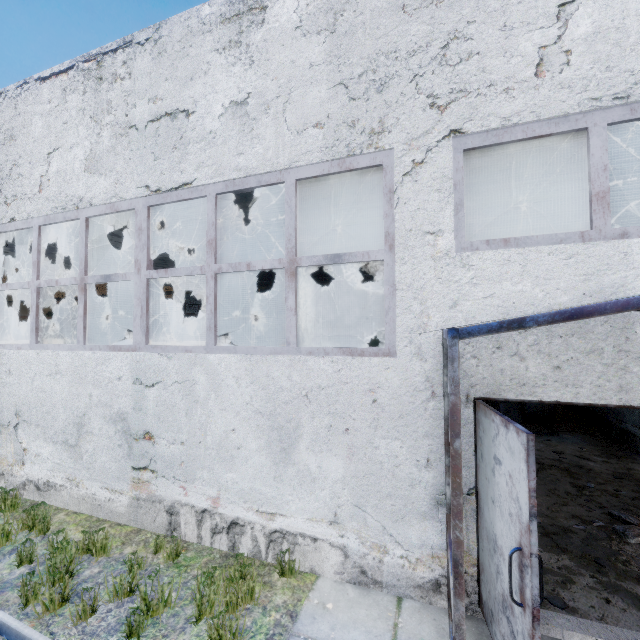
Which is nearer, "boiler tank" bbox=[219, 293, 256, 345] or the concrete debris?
the concrete debris

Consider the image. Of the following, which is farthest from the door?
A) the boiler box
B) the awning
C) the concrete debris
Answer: the boiler box

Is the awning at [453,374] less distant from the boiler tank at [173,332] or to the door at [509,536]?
the door at [509,536]

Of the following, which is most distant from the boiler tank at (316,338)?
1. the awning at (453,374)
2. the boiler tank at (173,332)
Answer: the awning at (453,374)

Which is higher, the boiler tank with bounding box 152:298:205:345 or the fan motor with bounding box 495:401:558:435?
the boiler tank with bounding box 152:298:205:345

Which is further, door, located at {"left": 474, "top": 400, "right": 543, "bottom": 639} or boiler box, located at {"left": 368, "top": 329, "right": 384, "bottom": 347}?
boiler box, located at {"left": 368, "top": 329, "right": 384, "bottom": 347}

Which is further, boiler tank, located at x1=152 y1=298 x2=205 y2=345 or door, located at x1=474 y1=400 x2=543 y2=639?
boiler tank, located at x1=152 y1=298 x2=205 y2=345

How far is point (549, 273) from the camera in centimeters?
325cm
